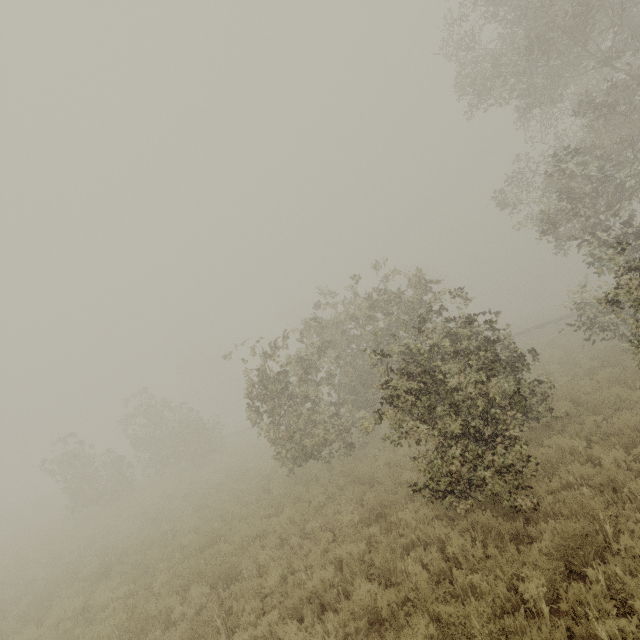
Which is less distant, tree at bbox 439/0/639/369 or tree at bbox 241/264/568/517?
tree at bbox 241/264/568/517

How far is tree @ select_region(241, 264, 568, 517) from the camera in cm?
610

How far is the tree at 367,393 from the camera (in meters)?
6.10

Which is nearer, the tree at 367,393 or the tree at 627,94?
the tree at 367,393

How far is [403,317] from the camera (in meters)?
57.00
